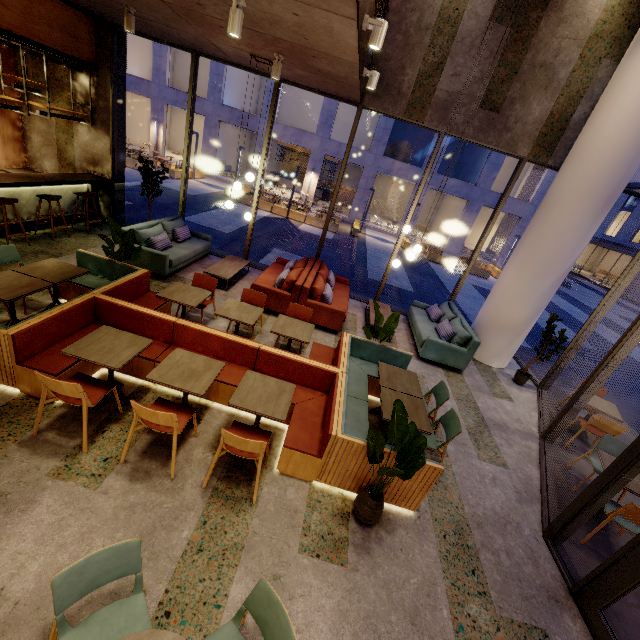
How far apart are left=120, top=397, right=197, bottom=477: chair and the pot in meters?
2.0

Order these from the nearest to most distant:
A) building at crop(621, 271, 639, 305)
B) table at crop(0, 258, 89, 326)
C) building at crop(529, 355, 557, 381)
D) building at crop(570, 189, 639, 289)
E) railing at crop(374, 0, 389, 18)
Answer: table at crop(0, 258, 89, 326)
railing at crop(374, 0, 389, 18)
building at crop(529, 355, 557, 381)
building at crop(621, 271, 639, 305)
building at crop(570, 189, 639, 289)

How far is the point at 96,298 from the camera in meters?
4.4

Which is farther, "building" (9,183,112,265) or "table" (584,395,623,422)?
"building" (9,183,112,265)

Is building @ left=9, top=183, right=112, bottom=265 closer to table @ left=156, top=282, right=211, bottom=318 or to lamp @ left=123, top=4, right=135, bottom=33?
lamp @ left=123, top=4, right=135, bottom=33

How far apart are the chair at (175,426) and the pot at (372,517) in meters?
2.0 m

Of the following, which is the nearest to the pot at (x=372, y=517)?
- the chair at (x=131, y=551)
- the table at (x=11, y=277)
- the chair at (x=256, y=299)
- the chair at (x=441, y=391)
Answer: the chair at (x=441, y=391)

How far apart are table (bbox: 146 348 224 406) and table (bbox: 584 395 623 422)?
6.5m
